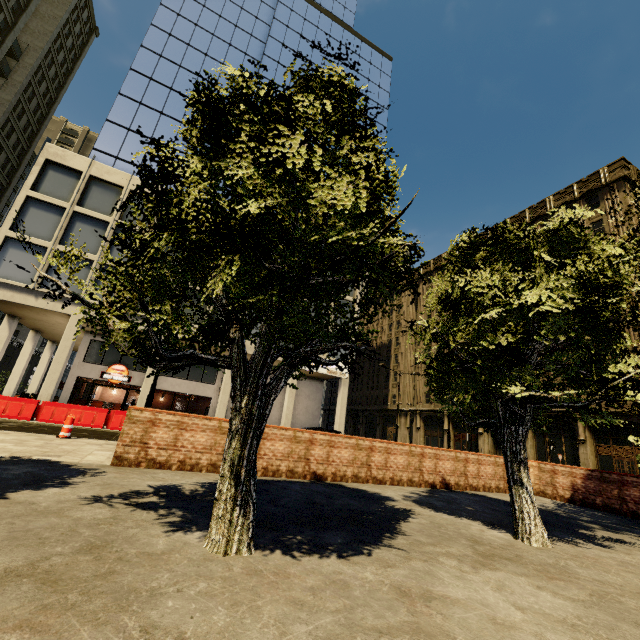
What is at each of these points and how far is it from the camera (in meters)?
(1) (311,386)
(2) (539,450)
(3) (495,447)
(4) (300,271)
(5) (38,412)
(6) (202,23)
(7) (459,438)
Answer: (1) building, 31.00
(2) building, 31.03
(3) building, 35.84
(4) tree, 2.75
(5) cement barricade, 14.65
(6) building, 32.16
(7) building, 39.31

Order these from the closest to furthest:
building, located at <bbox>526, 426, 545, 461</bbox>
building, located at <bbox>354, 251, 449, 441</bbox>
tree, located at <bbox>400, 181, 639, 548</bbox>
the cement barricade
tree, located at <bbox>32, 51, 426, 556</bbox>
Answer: tree, located at <bbox>32, 51, 426, 556</bbox>, tree, located at <bbox>400, 181, 639, 548</bbox>, the cement barricade, building, located at <bbox>526, 426, 545, 461</bbox>, building, located at <bbox>354, 251, 449, 441</bbox>

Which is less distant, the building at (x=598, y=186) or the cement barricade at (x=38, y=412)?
the cement barricade at (x=38, y=412)

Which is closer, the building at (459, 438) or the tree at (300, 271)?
the tree at (300, 271)

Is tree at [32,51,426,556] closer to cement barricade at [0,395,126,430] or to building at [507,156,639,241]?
building at [507,156,639,241]

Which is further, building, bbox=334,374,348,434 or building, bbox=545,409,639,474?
building, bbox=334,374,348,434

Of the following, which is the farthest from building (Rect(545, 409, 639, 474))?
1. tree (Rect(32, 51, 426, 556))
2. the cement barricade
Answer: the cement barricade
